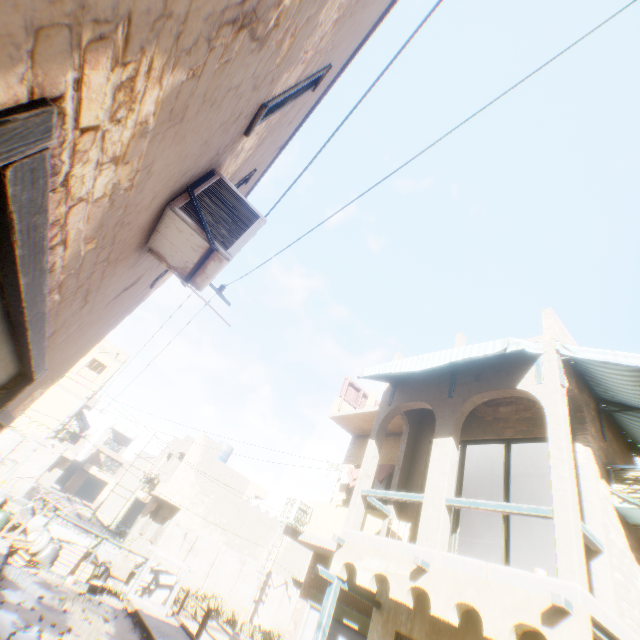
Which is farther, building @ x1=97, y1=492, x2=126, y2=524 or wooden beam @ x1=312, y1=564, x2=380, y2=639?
building @ x1=97, y1=492, x2=126, y2=524

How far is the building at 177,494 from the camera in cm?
2339

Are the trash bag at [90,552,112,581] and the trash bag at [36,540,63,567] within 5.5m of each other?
yes

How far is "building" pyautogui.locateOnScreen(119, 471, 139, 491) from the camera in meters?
36.2

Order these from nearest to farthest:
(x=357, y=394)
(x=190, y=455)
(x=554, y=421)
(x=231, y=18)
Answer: (x=231, y=18) < (x=554, y=421) < (x=357, y=394) < (x=190, y=455)

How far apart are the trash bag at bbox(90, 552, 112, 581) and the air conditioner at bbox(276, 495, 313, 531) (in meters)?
8.16

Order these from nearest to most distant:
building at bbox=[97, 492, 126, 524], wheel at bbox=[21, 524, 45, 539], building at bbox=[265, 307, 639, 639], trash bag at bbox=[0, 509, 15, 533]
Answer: building at bbox=[265, 307, 639, 639] → trash bag at bbox=[0, 509, 15, 533] → wheel at bbox=[21, 524, 45, 539] → building at bbox=[97, 492, 126, 524]

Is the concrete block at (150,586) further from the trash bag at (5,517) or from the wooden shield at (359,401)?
the wooden shield at (359,401)
